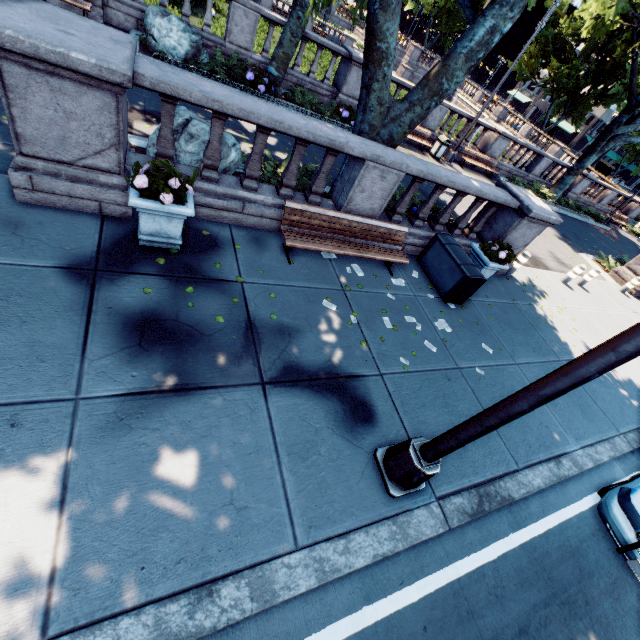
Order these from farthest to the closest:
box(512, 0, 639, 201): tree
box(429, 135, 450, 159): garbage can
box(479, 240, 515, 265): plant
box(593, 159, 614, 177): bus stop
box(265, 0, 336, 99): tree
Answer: box(593, 159, 614, 177): bus stop < box(512, 0, 639, 201): tree < box(429, 135, 450, 159): garbage can < box(265, 0, 336, 99): tree < box(479, 240, 515, 265): plant

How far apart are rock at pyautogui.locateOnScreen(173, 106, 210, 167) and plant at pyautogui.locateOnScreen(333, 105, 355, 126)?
7.8m

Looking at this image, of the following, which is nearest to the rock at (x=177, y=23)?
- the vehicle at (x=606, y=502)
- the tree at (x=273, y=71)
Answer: the tree at (x=273, y=71)

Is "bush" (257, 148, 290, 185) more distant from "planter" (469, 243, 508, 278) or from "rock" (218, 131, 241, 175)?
"planter" (469, 243, 508, 278)

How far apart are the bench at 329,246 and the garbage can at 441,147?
12.00m

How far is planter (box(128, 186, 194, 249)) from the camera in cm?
439

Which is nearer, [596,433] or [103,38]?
[103,38]

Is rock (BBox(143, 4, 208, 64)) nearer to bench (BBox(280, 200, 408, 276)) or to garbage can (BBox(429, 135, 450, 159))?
bench (BBox(280, 200, 408, 276))
